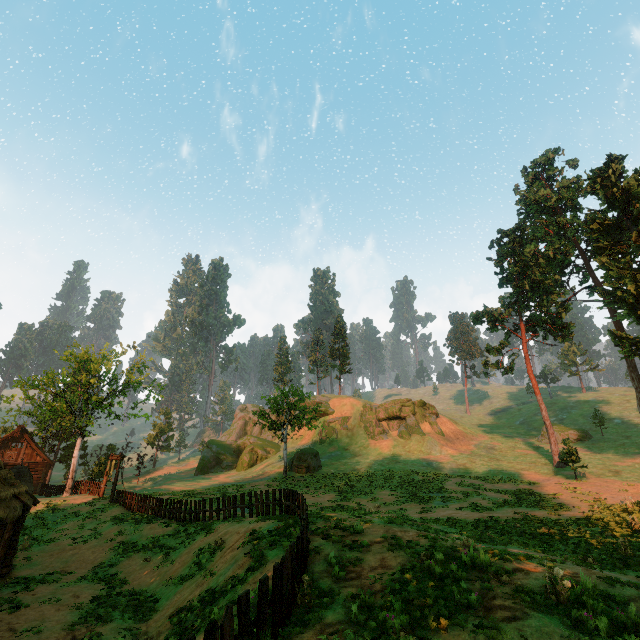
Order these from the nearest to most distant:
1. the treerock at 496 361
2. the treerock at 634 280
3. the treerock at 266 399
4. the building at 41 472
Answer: the building at 41 472 < the treerock at 634 280 < the treerock at 266 399 < the treerock at 496 361

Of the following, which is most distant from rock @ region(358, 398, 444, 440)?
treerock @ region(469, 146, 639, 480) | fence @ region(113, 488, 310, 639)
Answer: fence @ region(113, 488, 310, 639)

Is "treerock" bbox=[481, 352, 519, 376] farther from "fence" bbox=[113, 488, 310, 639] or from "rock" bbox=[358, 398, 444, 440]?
"rock" bbox=[358, 398, 444, 440]

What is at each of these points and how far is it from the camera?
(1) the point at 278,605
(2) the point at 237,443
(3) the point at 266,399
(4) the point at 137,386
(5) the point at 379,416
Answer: (1) fence, 6.76m
(2) rock, 51.91m
(3) treerock, 36.94m
(4) treerock, 39.88m
(5) rock, 51.41m

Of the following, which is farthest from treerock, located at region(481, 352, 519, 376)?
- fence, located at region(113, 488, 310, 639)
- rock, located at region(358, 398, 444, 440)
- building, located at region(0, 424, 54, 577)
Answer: rock, located at region(358, 398, 444, 440)

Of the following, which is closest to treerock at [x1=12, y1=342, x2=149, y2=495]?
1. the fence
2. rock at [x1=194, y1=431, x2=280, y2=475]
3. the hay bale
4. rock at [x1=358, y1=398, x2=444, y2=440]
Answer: rock at [x1=194, y1=431, x2=280, y2=475]

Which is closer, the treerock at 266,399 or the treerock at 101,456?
the treerock at 101,456

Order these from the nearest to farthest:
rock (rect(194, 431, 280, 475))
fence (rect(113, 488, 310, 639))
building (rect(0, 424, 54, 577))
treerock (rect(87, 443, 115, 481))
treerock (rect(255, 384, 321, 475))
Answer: fence (rect(113, 488, 310, 639)), building (rect(0, 424, 54, 577)), treerock (rect(87, 443, 115, 481)), treerock (rect(255, 384, 321, 475)), rock (rect(194, 431, 280, 475))
